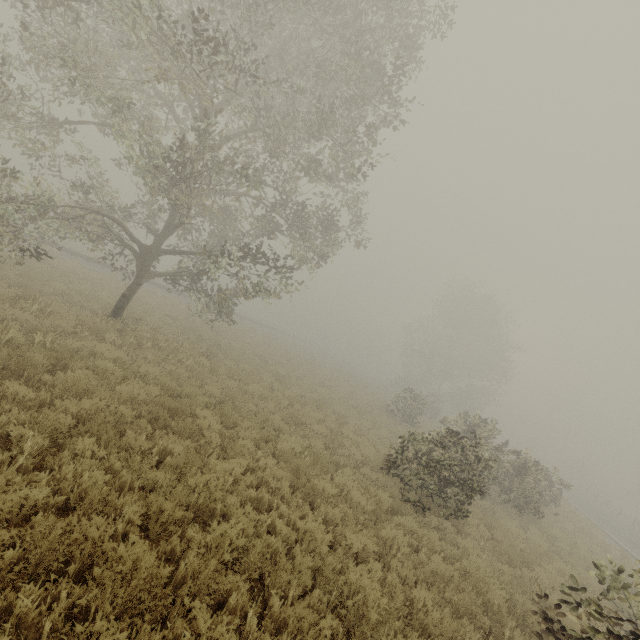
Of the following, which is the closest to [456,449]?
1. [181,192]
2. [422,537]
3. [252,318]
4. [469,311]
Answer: [422,537]

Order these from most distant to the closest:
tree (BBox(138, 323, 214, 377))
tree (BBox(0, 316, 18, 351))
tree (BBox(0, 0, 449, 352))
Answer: tree (BBox(138, 323, 214, 377))
tree (BBox(0, 0, 449, 352))
tree (BBox(0, 316, 18, 351))

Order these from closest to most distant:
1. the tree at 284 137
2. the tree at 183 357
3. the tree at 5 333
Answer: the tree at 5 333, the tree at 284 137, the tree at 183 357

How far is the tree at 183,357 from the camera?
11.7 meters

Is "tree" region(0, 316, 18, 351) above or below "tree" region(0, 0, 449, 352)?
below

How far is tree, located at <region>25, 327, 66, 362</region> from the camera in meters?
7.6
